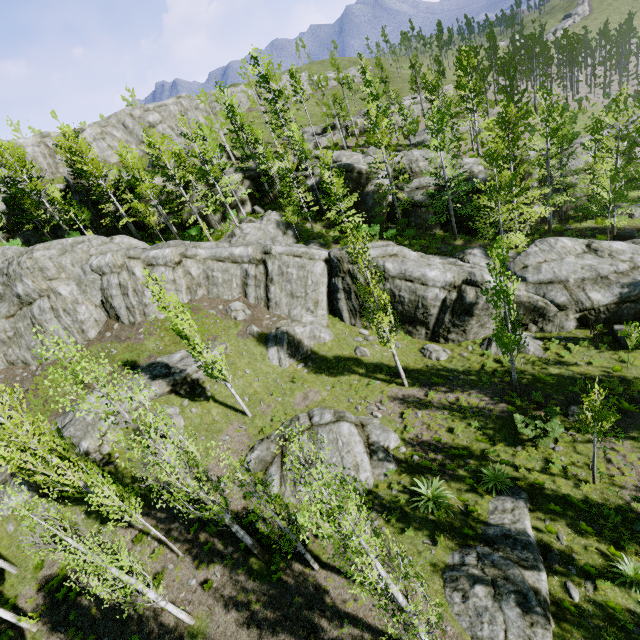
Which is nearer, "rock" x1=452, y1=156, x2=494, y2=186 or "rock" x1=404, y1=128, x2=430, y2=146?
"rock" x1=452, y1=156, x2=494, y2=186

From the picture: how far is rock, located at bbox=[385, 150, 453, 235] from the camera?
30.45m

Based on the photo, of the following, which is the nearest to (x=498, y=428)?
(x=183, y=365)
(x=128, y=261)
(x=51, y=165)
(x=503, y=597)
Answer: (x=503, y=597)

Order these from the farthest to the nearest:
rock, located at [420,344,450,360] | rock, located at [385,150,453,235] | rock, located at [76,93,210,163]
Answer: rock, located at [76,93,210,163], rock, located at [385,150,453,235], rock, located at [420,344,450,360]

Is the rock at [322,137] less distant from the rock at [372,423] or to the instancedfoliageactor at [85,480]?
the rock at [372,423]

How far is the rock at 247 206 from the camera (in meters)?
34.41

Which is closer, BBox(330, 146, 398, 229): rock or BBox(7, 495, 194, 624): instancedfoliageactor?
BBox(7, 495, 194, 624): instancedfoliageactor
